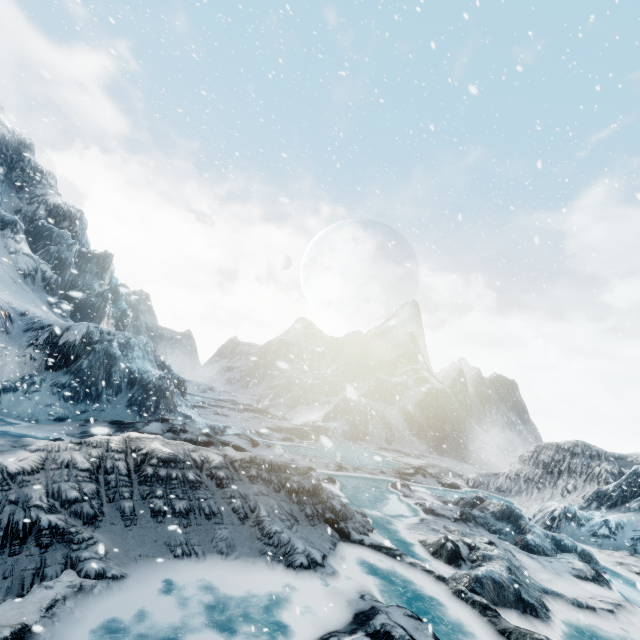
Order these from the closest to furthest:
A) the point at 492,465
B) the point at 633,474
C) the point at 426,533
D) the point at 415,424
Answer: the point at 426,533
the point at 633,474
the point at 492,465
the point at 415,424
